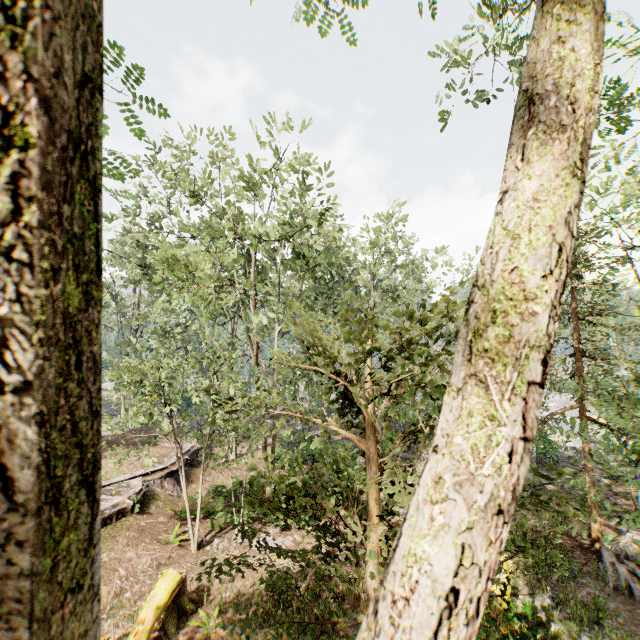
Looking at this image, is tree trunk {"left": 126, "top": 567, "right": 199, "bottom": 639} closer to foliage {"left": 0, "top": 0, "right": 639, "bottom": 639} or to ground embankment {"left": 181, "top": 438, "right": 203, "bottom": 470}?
foliage {"left": 0, "top": 0, "right": 639, "bottom": 639}

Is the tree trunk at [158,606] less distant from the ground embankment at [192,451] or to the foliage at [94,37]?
the foliage at [94,37]

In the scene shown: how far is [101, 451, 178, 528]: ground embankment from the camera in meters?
14.6 m

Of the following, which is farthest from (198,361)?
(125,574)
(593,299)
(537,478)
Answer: (593,299)

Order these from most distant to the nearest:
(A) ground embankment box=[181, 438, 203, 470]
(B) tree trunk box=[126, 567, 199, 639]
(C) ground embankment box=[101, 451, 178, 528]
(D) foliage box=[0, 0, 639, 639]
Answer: (A) ground embankment box=[181, 438, 203, 470]
(C) ground embankment box=[101, 451, 178, 528]
(B) tree trunk box=[126, 567, 199, 639]
(D) foliage box=[0, 0, 639, 639]

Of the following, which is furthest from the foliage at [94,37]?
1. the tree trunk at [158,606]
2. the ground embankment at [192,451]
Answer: the tree trunk at [158,606]

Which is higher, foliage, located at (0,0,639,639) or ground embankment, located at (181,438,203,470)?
foliage, located at (0,0,639,639)
